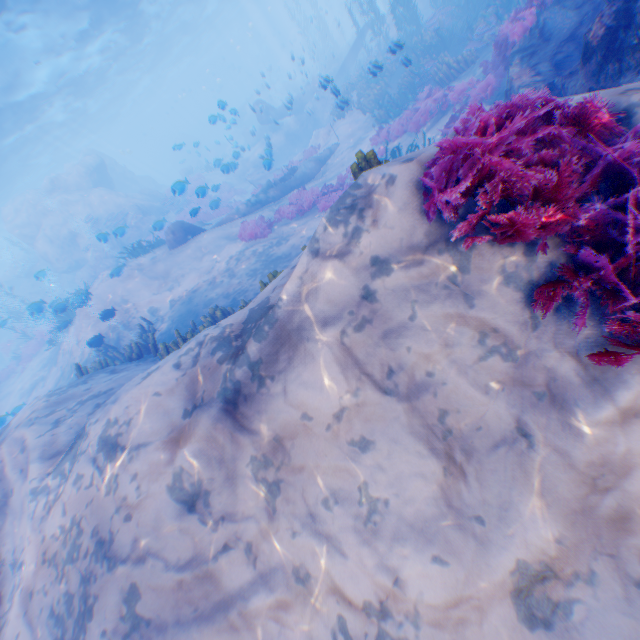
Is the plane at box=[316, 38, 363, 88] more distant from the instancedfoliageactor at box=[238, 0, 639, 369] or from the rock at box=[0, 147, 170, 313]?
the instancedfoliageactor at box=[238, 0, 639, 369]

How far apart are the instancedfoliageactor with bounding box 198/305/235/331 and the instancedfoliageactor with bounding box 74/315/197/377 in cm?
181

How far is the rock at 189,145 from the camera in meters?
22.6 m

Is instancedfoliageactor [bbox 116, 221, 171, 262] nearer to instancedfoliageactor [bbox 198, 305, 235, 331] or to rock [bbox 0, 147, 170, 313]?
rock [bbox 0, 147, 170, 313]

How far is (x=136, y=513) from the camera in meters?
3.5 m

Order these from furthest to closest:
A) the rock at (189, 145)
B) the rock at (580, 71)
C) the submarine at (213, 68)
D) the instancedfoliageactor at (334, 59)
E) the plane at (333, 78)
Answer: the submarine at (213, 68)
the instancedfoliageactor at (334, 59)
the rock at (189, 145)
the plane at (333, 78)
the rock at (580, 71)

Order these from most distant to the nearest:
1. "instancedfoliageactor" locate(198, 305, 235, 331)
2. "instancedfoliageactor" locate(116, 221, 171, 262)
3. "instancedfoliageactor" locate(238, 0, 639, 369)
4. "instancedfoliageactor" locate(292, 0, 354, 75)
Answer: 1. "instancedfoliageactor" locate(292, 0, 354, 75)
2. "instancedfoliageactor" locate(116, 221, 171, 262)
3. "instancedfoliageactor" locate(198, 305, 235, 331)
4. "instancedfoliageactor" locate(238, 0, 639, 369)

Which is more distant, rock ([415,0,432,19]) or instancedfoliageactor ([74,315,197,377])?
rock ([415,0,432,19])
